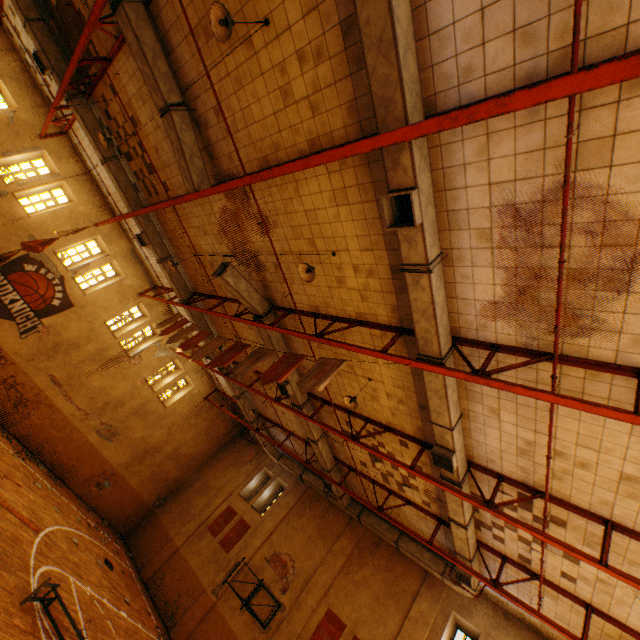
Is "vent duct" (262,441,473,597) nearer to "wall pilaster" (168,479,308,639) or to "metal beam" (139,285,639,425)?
"metal beam" (139,285,639,425)

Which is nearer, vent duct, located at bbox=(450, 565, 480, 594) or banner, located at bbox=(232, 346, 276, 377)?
banner, located at bbox=(232, 346, 276, 377)

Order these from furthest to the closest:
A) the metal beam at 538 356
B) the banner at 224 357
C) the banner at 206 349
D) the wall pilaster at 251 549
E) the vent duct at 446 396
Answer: the wall pilaster at 251 549 → the banner at 206 349 → the banner at 224 357 → the vent duct at 446 396 → the metal beam at 538 356

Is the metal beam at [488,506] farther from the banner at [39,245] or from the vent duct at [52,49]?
the banner at [39,245]

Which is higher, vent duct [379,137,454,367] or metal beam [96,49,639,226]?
vent duct [379,137,454,367]

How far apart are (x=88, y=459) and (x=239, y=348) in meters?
14.7

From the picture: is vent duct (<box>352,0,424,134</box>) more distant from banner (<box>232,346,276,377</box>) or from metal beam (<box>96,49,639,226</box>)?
banner (<box>232,346,276,377</box>)

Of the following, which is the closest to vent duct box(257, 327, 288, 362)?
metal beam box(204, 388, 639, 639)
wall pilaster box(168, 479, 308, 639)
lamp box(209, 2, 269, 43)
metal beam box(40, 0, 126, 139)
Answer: metal beam box(204, 388, 639, 639)
